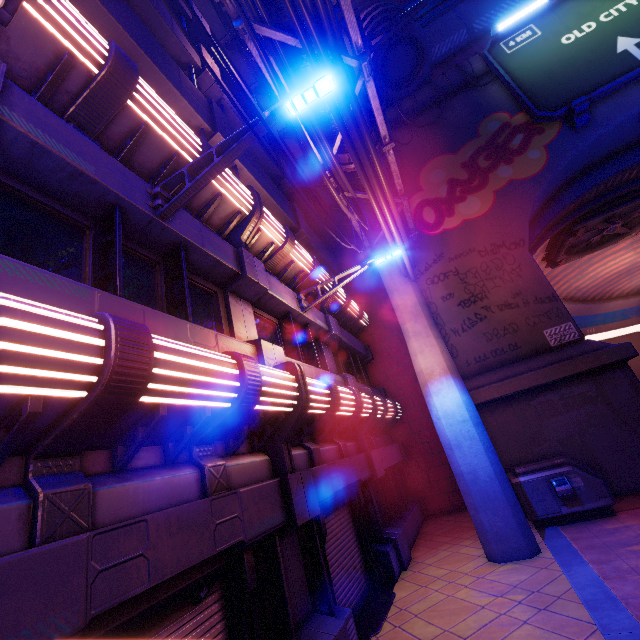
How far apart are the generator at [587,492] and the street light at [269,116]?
10.27m

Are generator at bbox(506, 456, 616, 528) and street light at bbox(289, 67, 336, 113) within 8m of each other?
no

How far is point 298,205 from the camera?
15.96m

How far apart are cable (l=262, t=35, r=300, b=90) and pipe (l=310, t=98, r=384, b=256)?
0.0m

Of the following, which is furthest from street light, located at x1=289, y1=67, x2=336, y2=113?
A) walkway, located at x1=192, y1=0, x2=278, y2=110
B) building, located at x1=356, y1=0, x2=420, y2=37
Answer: building, located at x1=356, y1=0, x2=420, y2=37

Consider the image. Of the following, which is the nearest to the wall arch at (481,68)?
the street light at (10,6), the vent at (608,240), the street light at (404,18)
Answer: the vent at (608,240)

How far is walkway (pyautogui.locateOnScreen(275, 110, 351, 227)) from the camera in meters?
12.4

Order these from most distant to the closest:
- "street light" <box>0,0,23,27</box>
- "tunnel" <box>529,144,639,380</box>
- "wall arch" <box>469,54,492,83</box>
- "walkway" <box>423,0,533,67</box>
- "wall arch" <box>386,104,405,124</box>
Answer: "walkway" <box>423,0,533,67</box> → "wall arch" <box>386,104,405,124</box> → "wall arch" <box>469,54,492,83</box> → "tunnel" <box>529,144,639,380</box> → "street light" <box>0,0,23,27</box>
